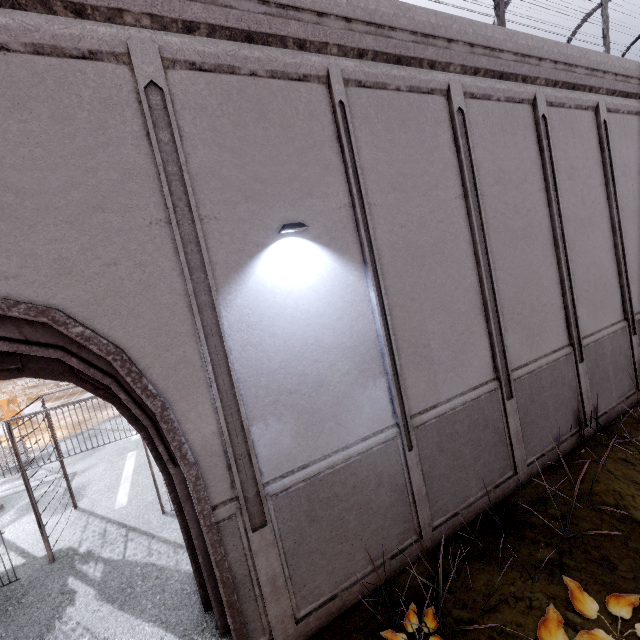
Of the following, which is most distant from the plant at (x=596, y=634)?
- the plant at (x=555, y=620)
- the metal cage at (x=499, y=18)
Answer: the metal cage at (x=499, y=18)

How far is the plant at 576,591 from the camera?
3.8 meters

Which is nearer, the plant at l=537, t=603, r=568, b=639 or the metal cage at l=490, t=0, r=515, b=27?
the plant at l=537, t=603, r=568, b=639

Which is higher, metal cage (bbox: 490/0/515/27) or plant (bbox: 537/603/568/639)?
metal cage (bbox: 490/0/515/27)

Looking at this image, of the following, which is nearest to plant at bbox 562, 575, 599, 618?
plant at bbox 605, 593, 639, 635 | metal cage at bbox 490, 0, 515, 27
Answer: plant at bbox 605, 593, 639, 635

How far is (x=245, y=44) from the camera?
4.0 meters

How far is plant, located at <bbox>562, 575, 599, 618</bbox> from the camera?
3.78m
